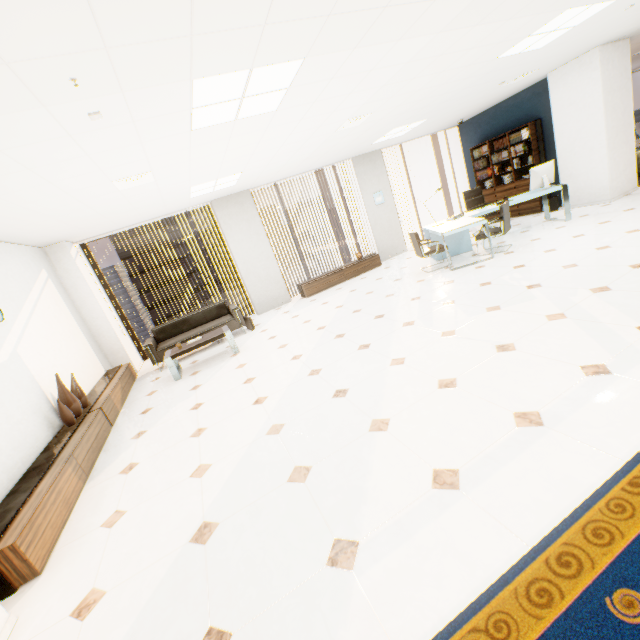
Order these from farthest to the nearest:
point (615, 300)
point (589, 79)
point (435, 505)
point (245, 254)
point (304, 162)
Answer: point (245, 254) < point (304, 162) < point (589, 79) < point (615, 300) < point (435, 505)

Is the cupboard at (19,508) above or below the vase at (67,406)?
below

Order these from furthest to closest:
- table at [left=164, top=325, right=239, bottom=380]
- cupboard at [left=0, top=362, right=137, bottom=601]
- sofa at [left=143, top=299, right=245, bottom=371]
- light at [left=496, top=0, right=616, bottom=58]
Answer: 1. sofa at [left=143, top=299, right=245, bottom=371]
2. table at [left=164, top=325, right=239, bottom=380]
3. light at [left=496, top=0, right=616, bottom=58]
4. cupboard at [left=0, top=362, right=137, bottom=601]

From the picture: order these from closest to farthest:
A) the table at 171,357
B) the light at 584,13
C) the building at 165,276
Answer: the light at 584,13, the table at 171,357, the building at 165,276

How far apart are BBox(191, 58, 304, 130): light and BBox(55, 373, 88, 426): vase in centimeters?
356cm

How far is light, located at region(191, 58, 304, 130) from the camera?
2.64m

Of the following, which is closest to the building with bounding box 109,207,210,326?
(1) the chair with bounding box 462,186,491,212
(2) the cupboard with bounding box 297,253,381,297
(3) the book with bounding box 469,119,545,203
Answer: (2) the cupboard with bounding box 297,253,381,297

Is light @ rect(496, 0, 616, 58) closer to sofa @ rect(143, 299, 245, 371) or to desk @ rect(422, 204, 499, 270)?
desk @ rect(422, 204, 499, 270)
